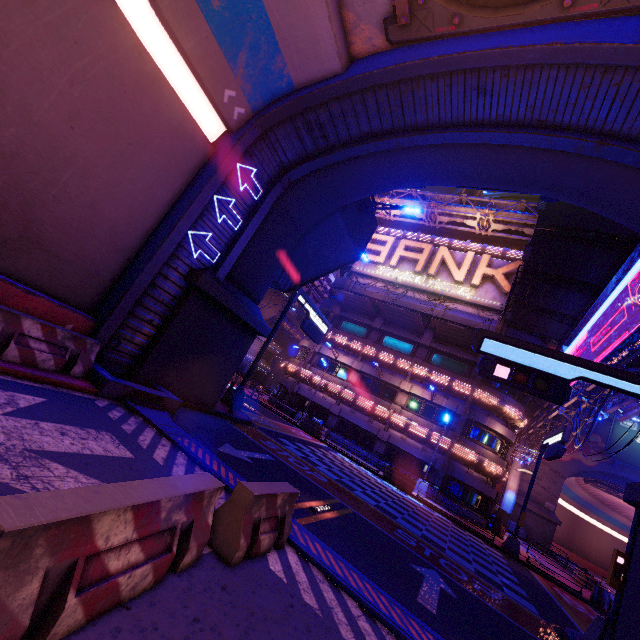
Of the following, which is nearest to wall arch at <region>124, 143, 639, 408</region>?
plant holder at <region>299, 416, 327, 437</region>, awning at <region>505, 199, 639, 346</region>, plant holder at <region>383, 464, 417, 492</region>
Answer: awning at <region>505, 199, 639, 346</region>

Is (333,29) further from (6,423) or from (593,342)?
(593,342)

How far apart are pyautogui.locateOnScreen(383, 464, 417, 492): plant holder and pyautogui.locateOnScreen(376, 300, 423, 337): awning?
11.8m

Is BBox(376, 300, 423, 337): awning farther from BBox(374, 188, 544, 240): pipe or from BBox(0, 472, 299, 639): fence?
BBox(0, 472, 299, 639): fence

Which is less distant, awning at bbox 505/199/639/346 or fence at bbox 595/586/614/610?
awning at bbox 505/199/639/346

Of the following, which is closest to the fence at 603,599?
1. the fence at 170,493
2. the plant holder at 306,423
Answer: the plant holder at 306,423

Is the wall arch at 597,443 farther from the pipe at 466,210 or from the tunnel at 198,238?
the tunnel at 198,238

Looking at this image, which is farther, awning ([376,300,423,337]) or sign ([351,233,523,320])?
sign ([351,233,523,320])
